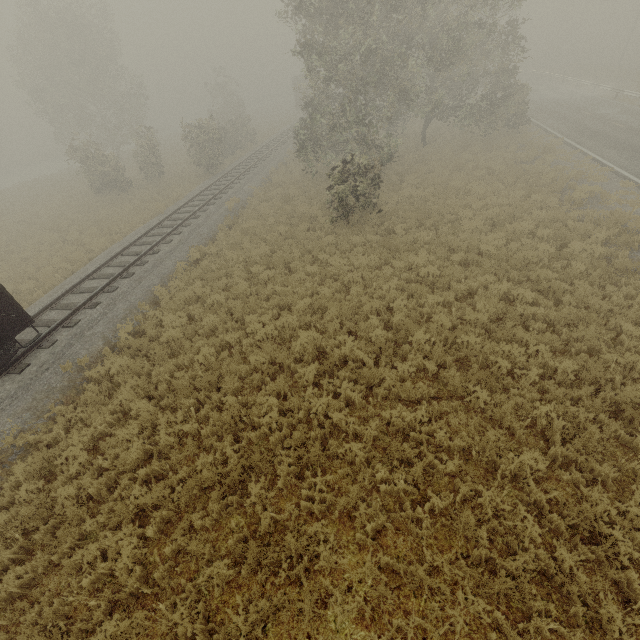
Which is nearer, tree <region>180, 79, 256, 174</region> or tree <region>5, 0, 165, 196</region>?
tree <region>180, 79, 256, 174</region>

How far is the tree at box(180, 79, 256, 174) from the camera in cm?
2505

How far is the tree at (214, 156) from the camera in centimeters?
2505cm

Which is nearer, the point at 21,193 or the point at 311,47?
the point at 311,47

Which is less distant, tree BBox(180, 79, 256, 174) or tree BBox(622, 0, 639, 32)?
tree BBox(180, 79, 256, 174)

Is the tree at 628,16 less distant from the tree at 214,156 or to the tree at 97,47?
the tree at 214,156

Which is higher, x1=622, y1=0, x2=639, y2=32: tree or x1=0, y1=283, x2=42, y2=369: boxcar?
x1=622, y1=0, x2=639, y2=32: tree

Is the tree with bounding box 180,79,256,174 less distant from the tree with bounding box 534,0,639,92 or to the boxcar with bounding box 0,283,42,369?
the boxcar with bounding box 0,283,42,369
